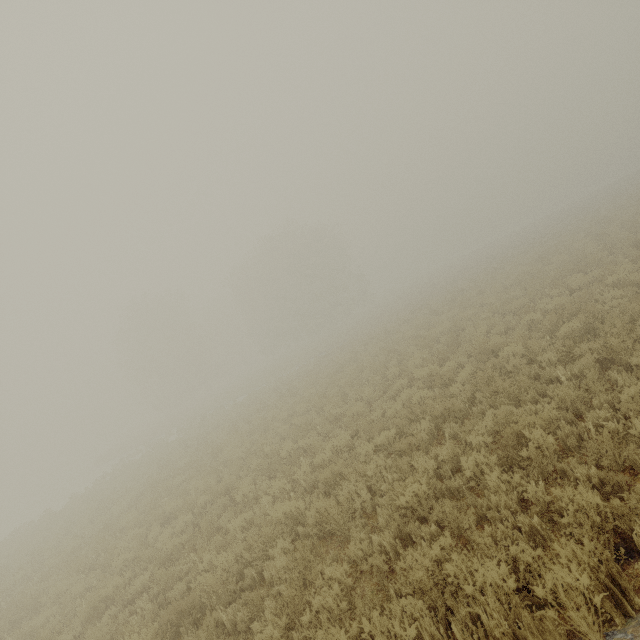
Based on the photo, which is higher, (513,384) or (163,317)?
(163,317)
